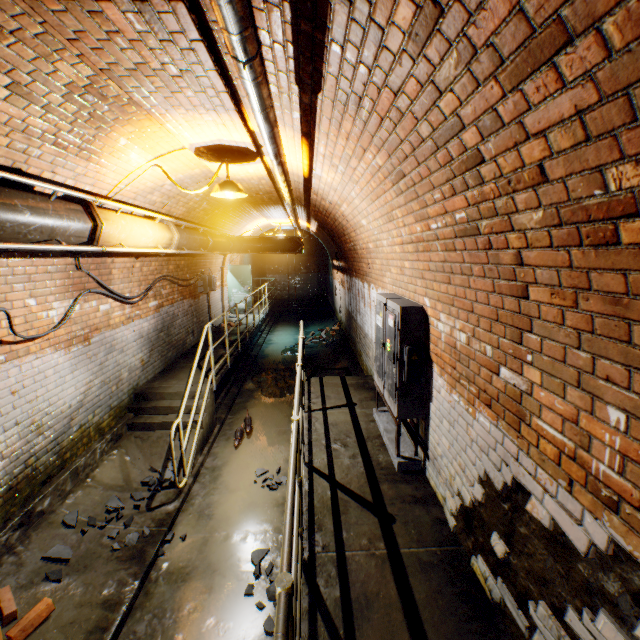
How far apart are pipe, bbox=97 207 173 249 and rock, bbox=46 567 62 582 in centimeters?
338cm

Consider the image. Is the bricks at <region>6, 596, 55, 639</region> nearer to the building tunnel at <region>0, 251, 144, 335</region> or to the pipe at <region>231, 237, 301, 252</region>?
the building tunnel at <region>0, 251, 144, 335</region>

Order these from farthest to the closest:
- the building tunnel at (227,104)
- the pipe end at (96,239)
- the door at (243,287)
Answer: the door at (243,287)
the pipe end at (96,239)
the building tunnel at (227,104)

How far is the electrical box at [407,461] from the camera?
3.4 meters

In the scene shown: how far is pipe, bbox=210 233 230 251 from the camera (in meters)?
7.66

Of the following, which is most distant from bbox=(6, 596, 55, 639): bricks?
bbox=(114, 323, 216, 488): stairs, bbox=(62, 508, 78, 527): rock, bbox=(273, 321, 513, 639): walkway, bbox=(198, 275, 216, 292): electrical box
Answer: bbox=(198, 275, 216, 292): electrical box

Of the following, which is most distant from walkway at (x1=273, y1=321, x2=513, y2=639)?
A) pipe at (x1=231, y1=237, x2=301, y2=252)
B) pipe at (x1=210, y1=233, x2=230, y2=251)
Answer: pipe at (x1=231, y1=237, x2=301, y2=252)

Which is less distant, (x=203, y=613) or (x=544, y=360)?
(x=544, y=360)
